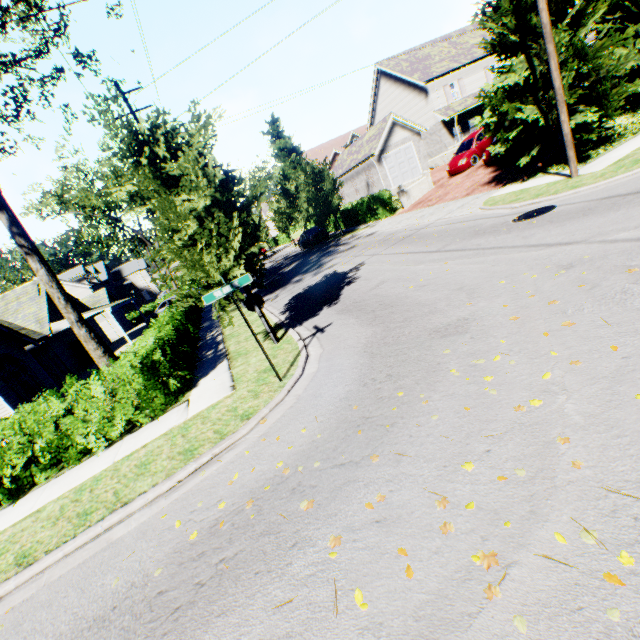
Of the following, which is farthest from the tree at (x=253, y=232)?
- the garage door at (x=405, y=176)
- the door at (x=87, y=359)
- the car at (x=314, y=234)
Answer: the door at (x=87, y=359)

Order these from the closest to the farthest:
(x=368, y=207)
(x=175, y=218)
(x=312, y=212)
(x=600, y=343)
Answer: (x=600, y=343) → (x=175, y=218) → (x=368, y=207) → (x=312, y=212)

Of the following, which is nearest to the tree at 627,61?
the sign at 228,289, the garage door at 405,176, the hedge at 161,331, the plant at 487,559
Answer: the hedge at 161,331

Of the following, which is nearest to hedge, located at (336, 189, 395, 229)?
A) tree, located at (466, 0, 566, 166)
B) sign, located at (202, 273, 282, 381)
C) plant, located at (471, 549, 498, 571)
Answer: tree, located at (466, 0, 566, 166)

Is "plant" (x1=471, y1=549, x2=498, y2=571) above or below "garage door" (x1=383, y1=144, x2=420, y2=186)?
below

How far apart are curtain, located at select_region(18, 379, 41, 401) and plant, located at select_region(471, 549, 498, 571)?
21.8m

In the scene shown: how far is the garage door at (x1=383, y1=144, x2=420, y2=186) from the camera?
28.62m

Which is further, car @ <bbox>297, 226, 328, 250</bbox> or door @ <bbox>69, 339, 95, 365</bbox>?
car @ <bbox>297, 226, 328, 250</bbox>
